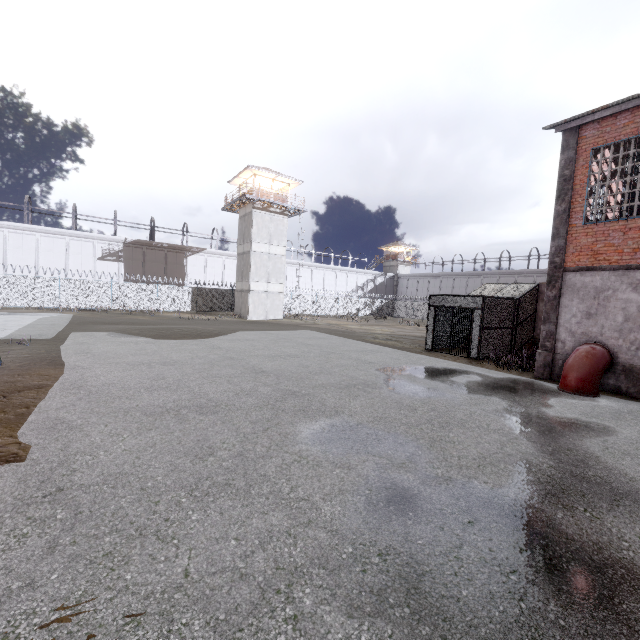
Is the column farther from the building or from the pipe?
the building

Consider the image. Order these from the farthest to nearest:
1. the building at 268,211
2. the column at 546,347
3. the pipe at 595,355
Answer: the building at 268,211 < the column at 546,347 < the pipe at 595,355

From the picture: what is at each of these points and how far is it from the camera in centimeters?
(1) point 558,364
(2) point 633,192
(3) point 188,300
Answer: (1) foundation, 1148cm
(2) window, 1606cm
(3) fence, 3538cm

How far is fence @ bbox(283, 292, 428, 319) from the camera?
43.2 meters

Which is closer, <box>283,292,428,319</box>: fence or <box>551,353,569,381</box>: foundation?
<box>551,353,569,381</box>: foundation

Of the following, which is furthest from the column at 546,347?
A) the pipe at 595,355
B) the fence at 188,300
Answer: the fence at 188,300

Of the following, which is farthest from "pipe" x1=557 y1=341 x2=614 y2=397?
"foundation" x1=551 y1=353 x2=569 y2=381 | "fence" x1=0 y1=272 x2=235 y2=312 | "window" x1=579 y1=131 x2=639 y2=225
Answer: "fence" x1=0 y1=272 x2=235 y2=312

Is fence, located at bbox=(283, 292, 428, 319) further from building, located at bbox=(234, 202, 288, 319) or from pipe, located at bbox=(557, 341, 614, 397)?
pipe, located at bbox=(557, 341, 614, 397)
